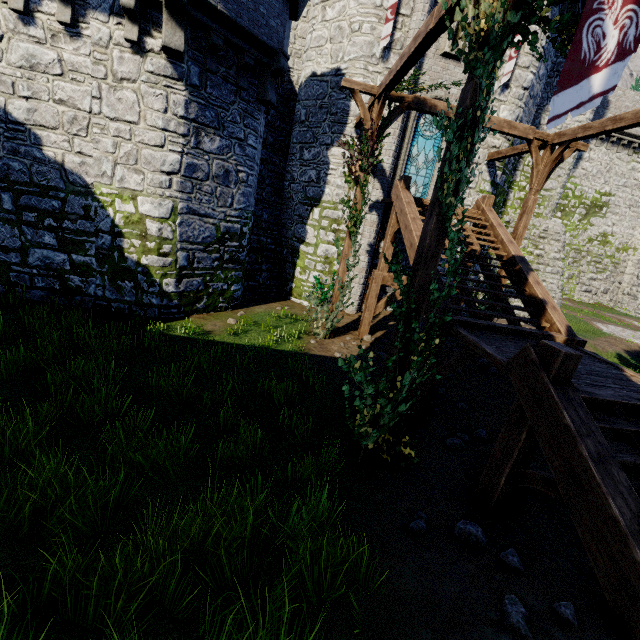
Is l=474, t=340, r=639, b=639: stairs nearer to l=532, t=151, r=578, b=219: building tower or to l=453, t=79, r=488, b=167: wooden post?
l=453, t=79, r=488, b=167: wooden post

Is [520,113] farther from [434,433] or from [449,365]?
[434,433]

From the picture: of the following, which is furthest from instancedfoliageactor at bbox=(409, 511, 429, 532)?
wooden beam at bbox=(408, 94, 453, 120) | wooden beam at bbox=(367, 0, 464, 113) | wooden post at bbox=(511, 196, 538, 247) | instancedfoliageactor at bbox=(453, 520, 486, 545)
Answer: wooden beam at bbox=(408, 94, 453, 120)

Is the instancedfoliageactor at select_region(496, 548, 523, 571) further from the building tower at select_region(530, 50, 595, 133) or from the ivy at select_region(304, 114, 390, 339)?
the building tower at select_region(530, 50, 595, 133)

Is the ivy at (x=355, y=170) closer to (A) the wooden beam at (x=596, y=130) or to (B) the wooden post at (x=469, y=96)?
(B) the wooden post at (x=469, y=96)

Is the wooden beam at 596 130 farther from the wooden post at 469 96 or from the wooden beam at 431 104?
the wooden post at 469 96

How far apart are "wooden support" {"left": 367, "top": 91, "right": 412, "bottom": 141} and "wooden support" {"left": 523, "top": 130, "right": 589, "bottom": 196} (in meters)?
3.37

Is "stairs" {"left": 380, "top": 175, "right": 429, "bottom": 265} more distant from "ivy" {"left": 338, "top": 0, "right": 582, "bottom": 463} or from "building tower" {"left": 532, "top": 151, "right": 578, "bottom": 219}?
"building tower" {"left": 532, "top": 151, "right": 578, "bottom": 219}
